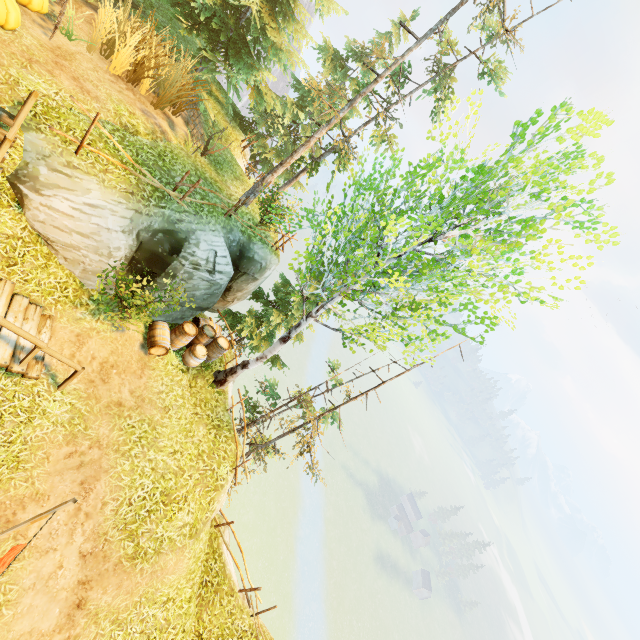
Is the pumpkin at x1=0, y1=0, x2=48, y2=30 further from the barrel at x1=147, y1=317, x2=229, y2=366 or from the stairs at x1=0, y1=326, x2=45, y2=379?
the barrel at x1=147, y1=317, x2=229, y2=366

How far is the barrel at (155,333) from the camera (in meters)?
10.55

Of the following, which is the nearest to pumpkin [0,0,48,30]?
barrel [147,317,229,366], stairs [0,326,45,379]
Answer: stairs [0,326,45,379]

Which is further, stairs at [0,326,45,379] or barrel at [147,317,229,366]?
barrel at [147,317,229,366]

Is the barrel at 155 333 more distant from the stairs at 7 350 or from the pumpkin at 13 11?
the pumpkin at 13 11

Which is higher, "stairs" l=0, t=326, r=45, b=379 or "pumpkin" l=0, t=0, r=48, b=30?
"pumpkin" l=0, t=0, r=48, b=30

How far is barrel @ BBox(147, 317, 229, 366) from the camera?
10.5m

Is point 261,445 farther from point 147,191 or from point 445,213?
point 445,213
